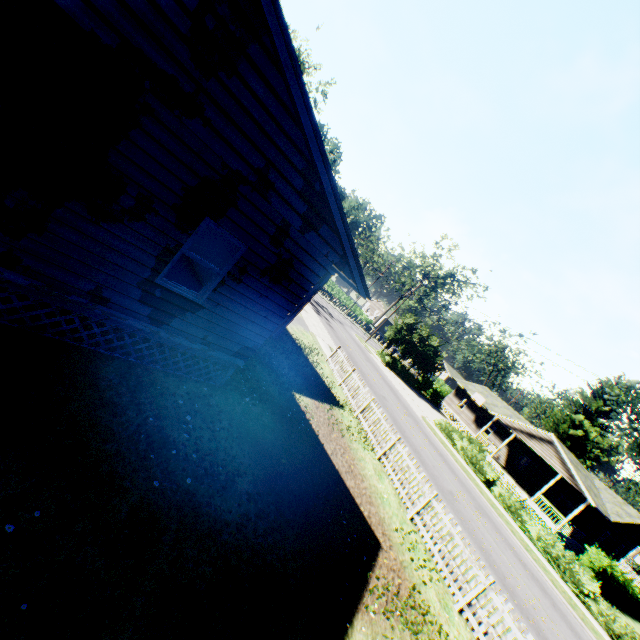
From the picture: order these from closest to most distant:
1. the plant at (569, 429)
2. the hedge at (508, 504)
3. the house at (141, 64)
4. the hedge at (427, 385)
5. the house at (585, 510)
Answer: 1. the house at (141, 64)
2. the hedge at (508, 504)
3. the plant at (569, 429)
4. the house at (585, 510)
5. the hedge at (427, 385)

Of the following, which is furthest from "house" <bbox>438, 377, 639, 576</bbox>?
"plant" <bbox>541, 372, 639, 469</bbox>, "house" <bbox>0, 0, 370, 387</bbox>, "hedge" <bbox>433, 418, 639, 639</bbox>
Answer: "house" <bbox>0, 0, 370, 387</bbox>

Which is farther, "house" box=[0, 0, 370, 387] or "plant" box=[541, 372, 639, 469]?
"plant" box=[541, 372, 639, 469]

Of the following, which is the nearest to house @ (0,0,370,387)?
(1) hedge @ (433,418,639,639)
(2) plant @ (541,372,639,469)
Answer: (2) plant @ (541,372,639,469)

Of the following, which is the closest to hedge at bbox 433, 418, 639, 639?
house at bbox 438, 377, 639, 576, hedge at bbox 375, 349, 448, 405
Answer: hedge at bbox 375, 349, 448, 405

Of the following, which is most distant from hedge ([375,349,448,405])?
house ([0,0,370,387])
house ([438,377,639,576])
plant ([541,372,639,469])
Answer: house ([0,0,370,387])

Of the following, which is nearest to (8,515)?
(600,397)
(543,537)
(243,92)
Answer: (243,92)

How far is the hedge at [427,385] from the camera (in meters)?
40.41
